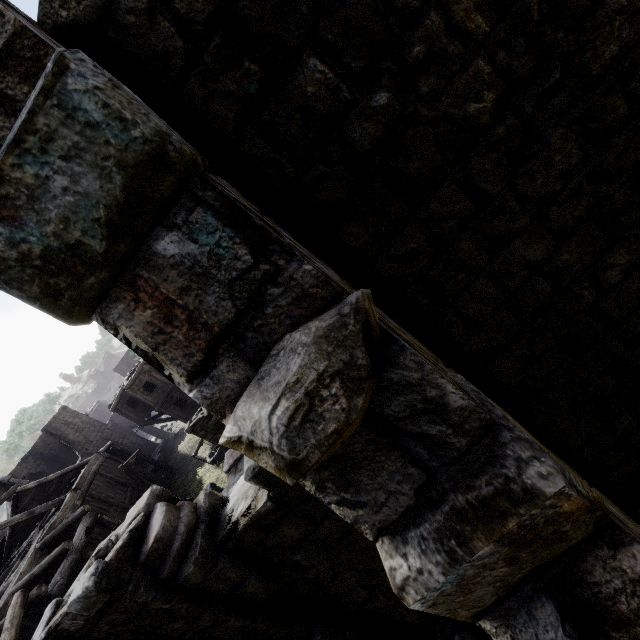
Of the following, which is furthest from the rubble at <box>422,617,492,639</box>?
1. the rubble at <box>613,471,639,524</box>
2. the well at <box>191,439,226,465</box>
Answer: the well at <box>191,439,226,465</box>

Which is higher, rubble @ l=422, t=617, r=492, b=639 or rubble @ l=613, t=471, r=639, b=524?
rubble @ l=422, t=617, r=492, b=639

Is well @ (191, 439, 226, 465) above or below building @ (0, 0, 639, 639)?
below

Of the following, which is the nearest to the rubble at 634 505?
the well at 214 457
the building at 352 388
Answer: the building at 352 388

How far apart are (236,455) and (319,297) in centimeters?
680cm

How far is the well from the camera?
21.8m

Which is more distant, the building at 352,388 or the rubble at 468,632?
the rubble at 468,632

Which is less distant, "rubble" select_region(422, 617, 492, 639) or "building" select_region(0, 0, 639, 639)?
"building" select_region(0, 0, 639, 639)
